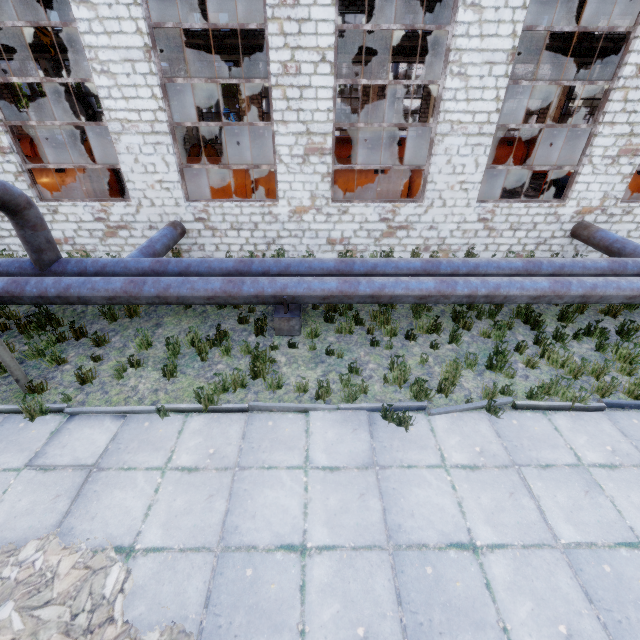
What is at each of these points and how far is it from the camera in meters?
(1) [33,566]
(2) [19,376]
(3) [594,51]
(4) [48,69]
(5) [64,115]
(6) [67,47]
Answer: (1) concrete debris, 3.5
(2) lamp post, 5.5
(3) wires, 21.4
(4) column beam, 21.6
(5) wire spool, 13.7
(6) wires, 21.0

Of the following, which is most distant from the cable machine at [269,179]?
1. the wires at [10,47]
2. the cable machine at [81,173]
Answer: the wires at [10,47]

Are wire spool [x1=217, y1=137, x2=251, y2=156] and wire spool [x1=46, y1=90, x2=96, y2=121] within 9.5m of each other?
yes

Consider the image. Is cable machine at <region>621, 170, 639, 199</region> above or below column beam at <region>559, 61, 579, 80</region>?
below

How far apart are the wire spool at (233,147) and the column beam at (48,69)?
16.3 meters

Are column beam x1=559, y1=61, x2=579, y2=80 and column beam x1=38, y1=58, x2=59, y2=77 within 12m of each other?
no

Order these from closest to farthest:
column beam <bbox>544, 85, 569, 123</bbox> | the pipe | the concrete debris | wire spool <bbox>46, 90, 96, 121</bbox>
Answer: the concrete debris, the pipe, wire spool <bbox>46, 90, 96, 121</bbox>, column beam <bbox>544, 85, 569, 123</bbox>

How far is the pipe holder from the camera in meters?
6.9
